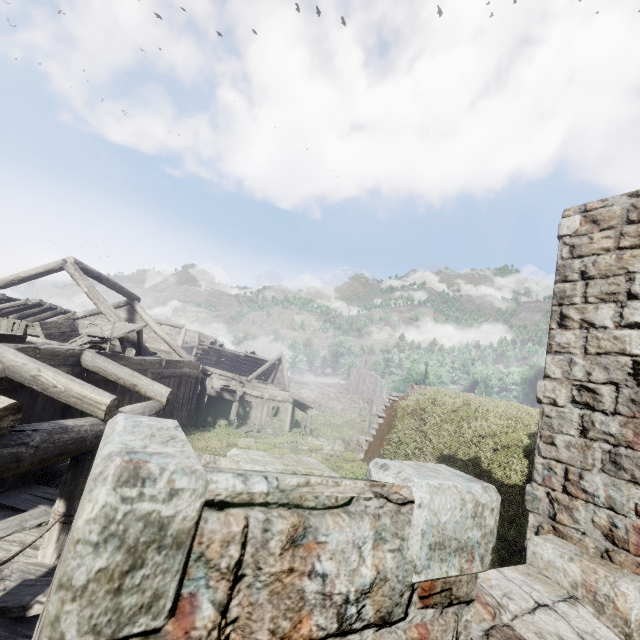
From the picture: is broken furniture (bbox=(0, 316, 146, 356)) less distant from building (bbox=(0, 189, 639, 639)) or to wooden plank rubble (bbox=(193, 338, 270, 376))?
building (bbox=(0, 189, 639, 639))

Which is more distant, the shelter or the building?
the shelter

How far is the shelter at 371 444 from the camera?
12.8 meters

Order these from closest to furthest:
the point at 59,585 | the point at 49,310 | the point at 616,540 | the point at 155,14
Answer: the point at 59,585 < the point at 616,540 < the point at 49,310 < the point at 155,14

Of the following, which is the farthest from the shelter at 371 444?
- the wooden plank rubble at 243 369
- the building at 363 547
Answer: the wooden plank rubble at 243 369

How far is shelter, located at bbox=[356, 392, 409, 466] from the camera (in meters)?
12.77

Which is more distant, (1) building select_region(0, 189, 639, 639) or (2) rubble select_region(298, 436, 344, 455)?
(2) rubble select_region(298, 436, 344, 455)

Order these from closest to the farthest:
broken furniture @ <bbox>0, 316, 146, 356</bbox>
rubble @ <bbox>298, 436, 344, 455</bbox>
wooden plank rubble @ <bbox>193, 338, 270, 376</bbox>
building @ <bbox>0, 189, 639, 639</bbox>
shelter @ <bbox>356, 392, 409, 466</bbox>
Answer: building @ <bbox>0, 189, 639, 639</bbox>, broken furniture @ <bbox>0, 316, 146, 356</bbox>, shelter @ <bbox>356, 392, 409, 466</bbox>, rubble @ <bbox>298, 436, 344, 455</bbox>, wooden plank rubble @ <bbox>193, 338, 270, 376</bbox>
